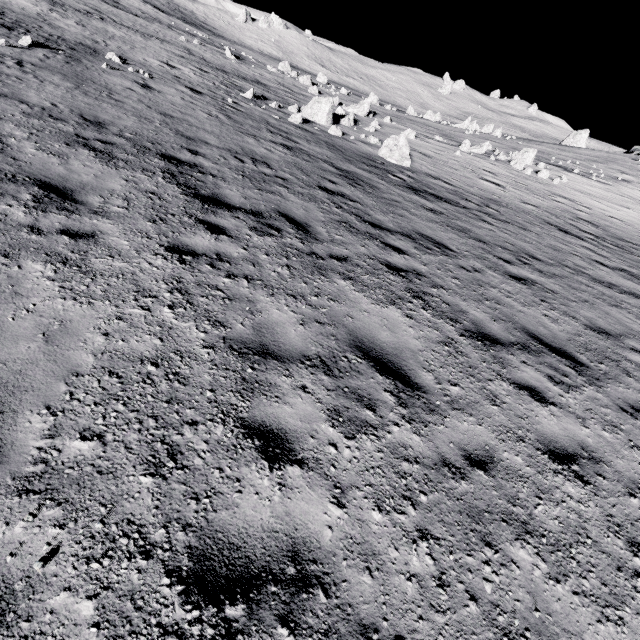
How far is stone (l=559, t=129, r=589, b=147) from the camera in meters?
50.8 m

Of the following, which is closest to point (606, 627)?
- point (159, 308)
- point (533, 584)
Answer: point (533, 584)

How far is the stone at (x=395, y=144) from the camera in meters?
16.0

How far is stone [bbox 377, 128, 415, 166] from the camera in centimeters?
1598cm

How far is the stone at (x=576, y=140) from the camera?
50.78m

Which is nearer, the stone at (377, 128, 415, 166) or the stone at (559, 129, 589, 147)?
the stone at (377, 128, 415, 166)

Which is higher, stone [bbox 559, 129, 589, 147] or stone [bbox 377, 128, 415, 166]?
stone [bbox 559, 129, 589, 147]
